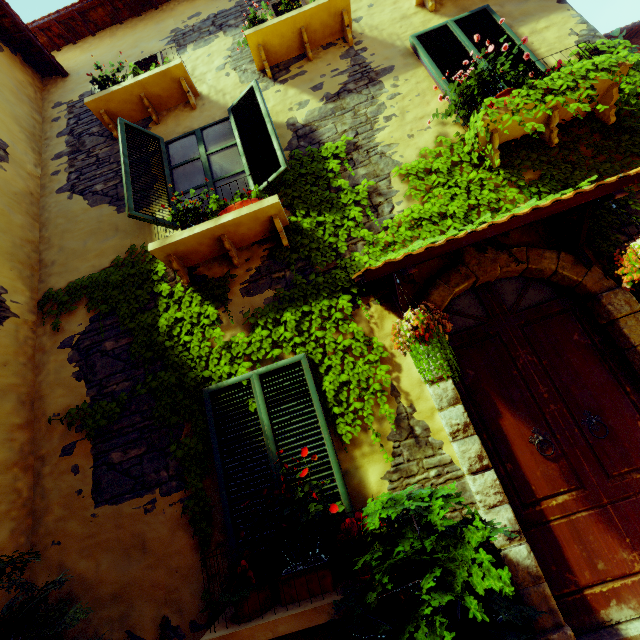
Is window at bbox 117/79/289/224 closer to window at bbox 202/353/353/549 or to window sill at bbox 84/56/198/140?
window sill at bbox 84/56/198/140

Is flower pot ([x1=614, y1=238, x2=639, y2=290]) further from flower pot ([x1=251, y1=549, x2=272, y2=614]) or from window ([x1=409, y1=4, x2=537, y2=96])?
flower pot ([x1=251, y1=549, x2=272, y2=614])

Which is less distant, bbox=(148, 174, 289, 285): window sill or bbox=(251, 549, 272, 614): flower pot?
bbox=(251, 549, 272, 614): flower pot

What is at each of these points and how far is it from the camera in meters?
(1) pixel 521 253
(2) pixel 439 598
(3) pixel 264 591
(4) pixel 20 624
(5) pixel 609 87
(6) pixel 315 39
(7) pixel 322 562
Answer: (1) stone doorway, 3.2 m
(2) potted tree, 1.8 m
(3) flower pot, 2.4 m
(4) potted tree, 2.4 m
(5) window sill, 3.3 m
(6) window sill, 4.7 m
(7) flower pot, 2.4 m

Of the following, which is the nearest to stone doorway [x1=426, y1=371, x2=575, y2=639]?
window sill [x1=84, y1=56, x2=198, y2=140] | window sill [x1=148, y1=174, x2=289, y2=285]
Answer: window sill [x1=148, y1=174, x2=289, y2=285]

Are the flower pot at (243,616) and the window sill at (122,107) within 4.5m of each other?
no

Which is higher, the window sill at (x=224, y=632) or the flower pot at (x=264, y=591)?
the flower pot at (x=264, y=591)

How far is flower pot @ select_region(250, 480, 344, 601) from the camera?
2.3 meters
